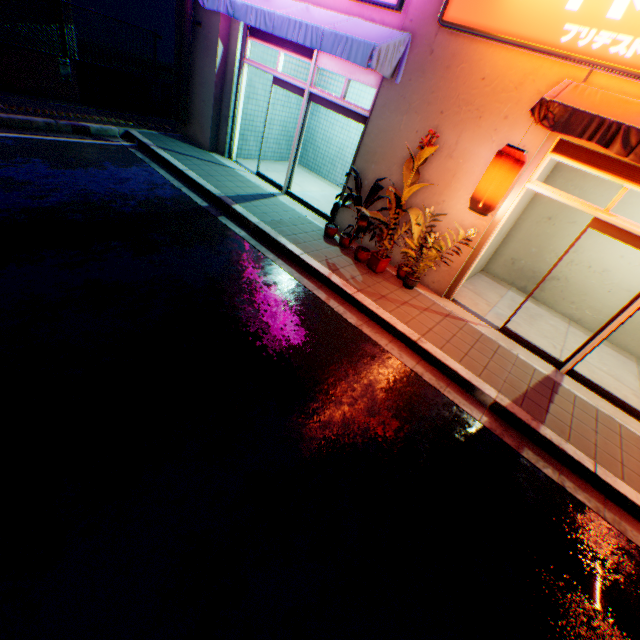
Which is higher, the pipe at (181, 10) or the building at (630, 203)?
the pipe at (181, 10)

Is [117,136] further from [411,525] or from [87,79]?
[411,525]

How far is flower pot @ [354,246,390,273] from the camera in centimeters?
651cm

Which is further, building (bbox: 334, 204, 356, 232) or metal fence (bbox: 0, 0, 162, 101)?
metal fence (bbox: 0, 0, 162, 101)

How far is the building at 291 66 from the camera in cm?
927

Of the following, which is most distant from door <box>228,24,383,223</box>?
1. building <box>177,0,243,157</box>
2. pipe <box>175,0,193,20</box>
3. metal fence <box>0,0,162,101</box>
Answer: metal fence <box>0,0,162,101</box>

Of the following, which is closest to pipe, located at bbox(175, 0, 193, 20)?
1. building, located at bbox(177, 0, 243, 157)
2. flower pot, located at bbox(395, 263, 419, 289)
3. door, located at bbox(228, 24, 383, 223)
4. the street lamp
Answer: building, located at bbox(177, 0, 243, 157)

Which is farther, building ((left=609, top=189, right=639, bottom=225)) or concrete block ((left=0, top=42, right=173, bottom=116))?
concrete block ((left=0, top=42, right=173, bottom=116))
